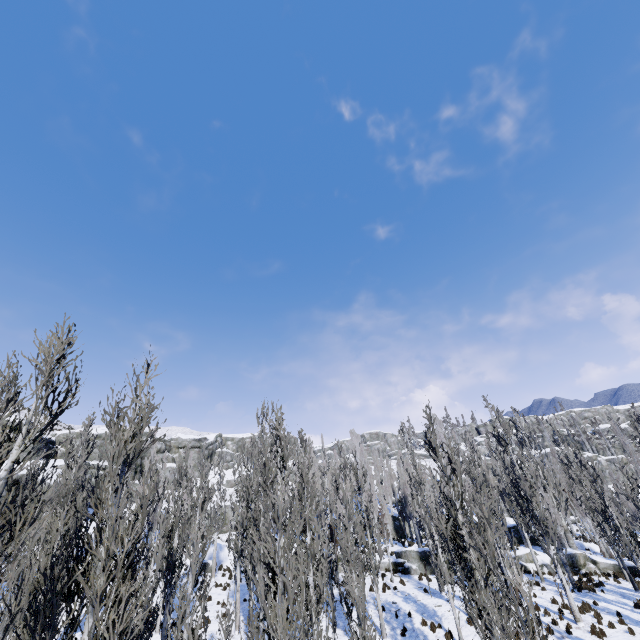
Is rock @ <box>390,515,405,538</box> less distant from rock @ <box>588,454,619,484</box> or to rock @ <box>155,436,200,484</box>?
rock @ <box>588,454,619,484</box>

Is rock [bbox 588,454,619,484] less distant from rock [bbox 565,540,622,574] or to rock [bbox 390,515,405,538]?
rock [bbox 390,515,405,538]

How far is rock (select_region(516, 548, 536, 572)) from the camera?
24.7 meters

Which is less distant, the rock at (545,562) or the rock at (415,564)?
the rock at (545,562)

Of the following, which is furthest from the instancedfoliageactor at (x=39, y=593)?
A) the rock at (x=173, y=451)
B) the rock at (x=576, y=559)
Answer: the rock at (x=173, y=451)

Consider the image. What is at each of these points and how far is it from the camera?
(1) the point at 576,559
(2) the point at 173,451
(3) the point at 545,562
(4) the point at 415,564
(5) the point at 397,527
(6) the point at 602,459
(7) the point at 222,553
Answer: (1) rock, 24.25m
(2) rock, 57.47m
(3) rock, 24.81m
(4) rock, 25.89m
(5) rock, 42.94m
(6) rock, 57.84m
(7) rock, 30.88m

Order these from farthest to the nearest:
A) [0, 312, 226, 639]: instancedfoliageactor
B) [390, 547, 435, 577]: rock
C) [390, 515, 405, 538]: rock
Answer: [390, 515, 405, 538]: rock < [390, 547, 435, 577]: rock < [0, 312, 226, 639]: instancedfoliageactor
